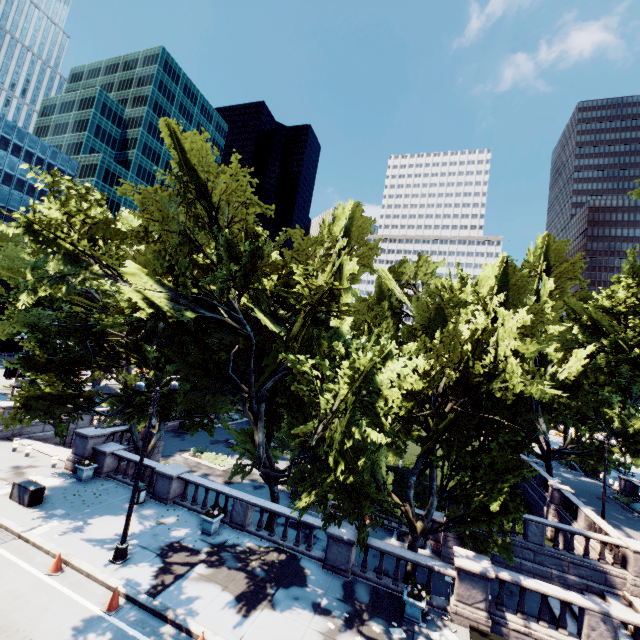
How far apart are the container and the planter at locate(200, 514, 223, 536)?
8.03m

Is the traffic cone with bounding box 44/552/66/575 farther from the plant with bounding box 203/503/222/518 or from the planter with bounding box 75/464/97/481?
the planter with bounding box 75/464/97/481

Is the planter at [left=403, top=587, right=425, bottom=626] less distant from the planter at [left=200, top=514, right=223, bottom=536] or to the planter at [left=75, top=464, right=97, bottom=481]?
the planter at [left=200, top=514, right=223, bottom=536]

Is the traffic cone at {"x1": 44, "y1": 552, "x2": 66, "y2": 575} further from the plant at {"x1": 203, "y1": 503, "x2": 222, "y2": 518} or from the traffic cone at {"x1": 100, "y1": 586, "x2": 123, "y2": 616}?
the plant at {"x1": 203, "y1": 503, "x2": 222, "y2": 518}

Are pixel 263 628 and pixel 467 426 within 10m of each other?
no

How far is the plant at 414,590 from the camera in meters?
12.3

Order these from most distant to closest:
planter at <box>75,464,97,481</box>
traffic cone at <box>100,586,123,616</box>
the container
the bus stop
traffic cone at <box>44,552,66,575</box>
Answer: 1. planter at <box>75,464,97,481</box>
2. the container
3. traffic cone at <box>44,552,66,575</box>
4. traffic cone at <box>100,586,123,616</box>
5. the bus stop

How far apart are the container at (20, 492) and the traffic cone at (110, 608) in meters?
8.1 m
